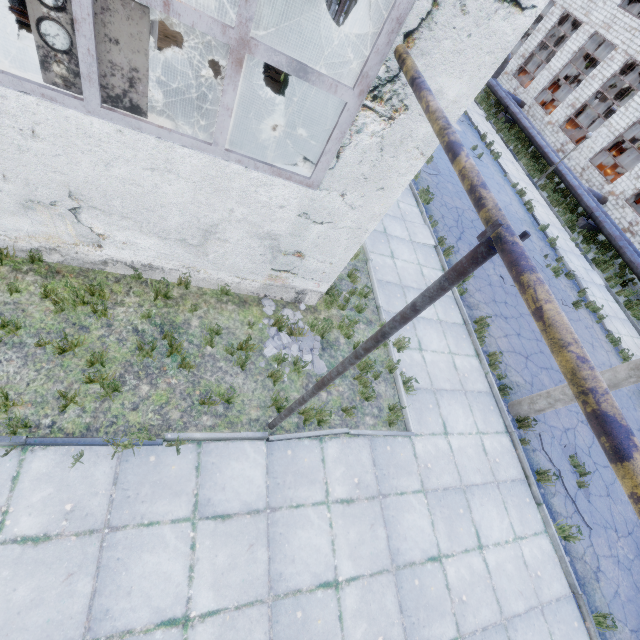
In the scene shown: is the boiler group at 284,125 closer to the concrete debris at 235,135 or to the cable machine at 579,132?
the concrete debris at 235,135

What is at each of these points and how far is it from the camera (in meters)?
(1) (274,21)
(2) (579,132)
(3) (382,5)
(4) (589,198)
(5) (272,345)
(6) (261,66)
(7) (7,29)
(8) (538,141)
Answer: (1) power box, 13.58
(2) cable machine, 27.38
(3) pipe, 3.50
(4) pipe, 19.50
(5) concrete debris, 6.09
(6) concrete debris, 11.88
(7) boiler tank, 6.69
(8) pipe, 22.73

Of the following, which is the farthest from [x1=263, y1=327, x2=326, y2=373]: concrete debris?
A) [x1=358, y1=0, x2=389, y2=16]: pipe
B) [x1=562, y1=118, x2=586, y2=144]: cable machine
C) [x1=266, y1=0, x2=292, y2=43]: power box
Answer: [x1=562, y1=118, x2=586, y2=144]: cable machine

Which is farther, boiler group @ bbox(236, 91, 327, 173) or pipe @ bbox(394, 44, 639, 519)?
boiler group @ bbox(236, 91, 327, 173)

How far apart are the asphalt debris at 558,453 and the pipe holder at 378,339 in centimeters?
685cm

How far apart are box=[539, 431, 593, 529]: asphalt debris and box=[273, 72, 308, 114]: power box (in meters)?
11.04

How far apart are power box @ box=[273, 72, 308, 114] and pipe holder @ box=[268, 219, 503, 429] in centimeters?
878cm

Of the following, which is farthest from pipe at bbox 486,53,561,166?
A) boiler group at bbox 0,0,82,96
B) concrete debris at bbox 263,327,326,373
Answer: boiler group at bbox 0,0,82,96
